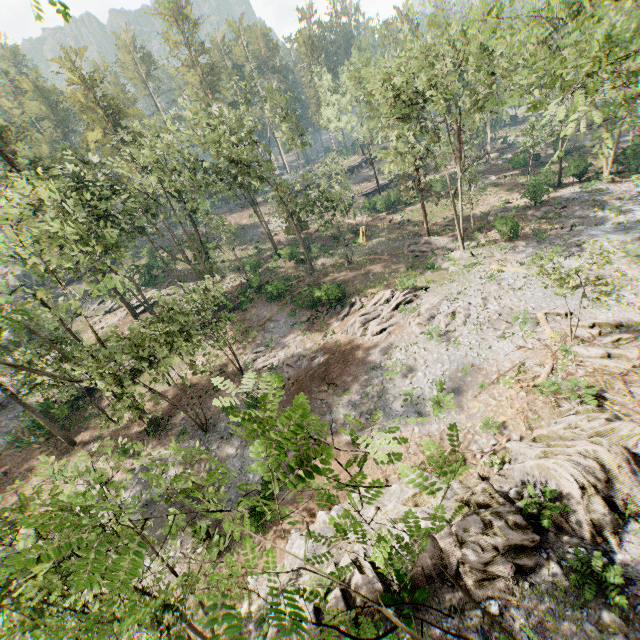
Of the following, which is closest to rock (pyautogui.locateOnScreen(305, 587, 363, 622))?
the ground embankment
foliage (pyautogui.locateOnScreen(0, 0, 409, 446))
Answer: foliage (pyautogui.locateOnScreen(0, 0, 409, 446))

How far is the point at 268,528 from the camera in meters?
15.9 m

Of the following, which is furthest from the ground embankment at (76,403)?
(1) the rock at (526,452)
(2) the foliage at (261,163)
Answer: (1) the rock at (526,452)

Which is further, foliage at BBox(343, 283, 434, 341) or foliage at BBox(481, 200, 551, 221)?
foliage at BBox(481, 200, 551, 221)

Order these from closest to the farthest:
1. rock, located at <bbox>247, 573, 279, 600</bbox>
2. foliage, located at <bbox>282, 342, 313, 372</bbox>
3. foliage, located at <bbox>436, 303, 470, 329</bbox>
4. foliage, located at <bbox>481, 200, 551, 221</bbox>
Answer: rock, located at <bbox>247, 573, 279, 600</bbox> < foliage, located at <bbox>436, 303, 470, 329</bbox> < foliage, located at <bbox>282, 342, 313, 372</bbox> < foliage, located at <bbox>481, 200, 551, 221</bbox>

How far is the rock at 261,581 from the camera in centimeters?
1272cm

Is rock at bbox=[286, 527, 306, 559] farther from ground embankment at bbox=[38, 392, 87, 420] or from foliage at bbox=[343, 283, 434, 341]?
ground embankment at bbox=[38, 392, 87, 420]

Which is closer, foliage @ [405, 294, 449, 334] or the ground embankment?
foliage @ [405, 294, 449, 334]
